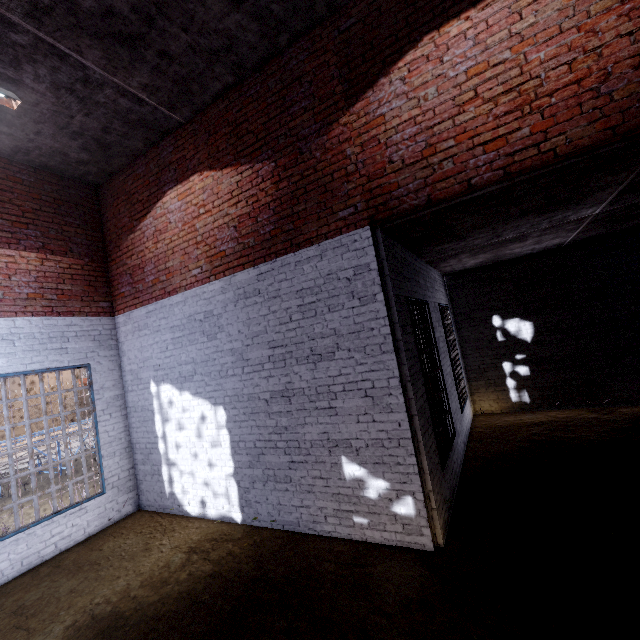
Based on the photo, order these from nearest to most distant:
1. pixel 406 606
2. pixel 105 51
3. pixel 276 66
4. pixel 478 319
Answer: pixel 406 606 → pixel 105 51 → pixel 276 66 → pixel 478 319
